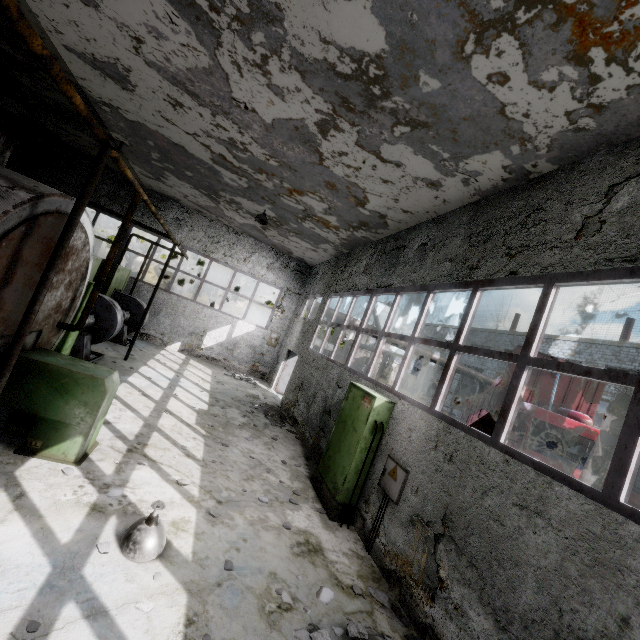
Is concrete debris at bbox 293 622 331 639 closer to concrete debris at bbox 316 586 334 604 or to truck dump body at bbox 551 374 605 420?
concrete debris at bbox 316 586 334 604

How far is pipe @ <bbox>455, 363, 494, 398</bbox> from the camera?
22.7 meters

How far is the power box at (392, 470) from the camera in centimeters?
534cm

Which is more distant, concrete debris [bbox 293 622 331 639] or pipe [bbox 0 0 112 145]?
concrete debris [bbox 293 622 331 639]

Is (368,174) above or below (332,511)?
Answer: above

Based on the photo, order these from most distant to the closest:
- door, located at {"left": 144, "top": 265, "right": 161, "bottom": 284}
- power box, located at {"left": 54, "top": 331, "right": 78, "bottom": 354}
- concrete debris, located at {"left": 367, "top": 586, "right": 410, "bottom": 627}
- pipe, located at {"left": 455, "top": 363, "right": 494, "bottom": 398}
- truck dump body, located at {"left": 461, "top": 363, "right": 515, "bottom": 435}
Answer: door, located at {"left": 144, "top": 265, "right": 161, "bottom": 284}, pipe, located at {"left": 455, "top": 363, "right": 494, "bottom": 398}, truck dump body, located at {"left": 461, "top": 363, "right": 515, "bottom": 435}, power box, located at {"left": 54, "top": 331, "right": 78, "bottom": 354}, concrete debris, located at {"left": 367, "top": 586, "right": 410, "bottom": 627}

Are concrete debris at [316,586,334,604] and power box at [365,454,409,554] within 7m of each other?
yes

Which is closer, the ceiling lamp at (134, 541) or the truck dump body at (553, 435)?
the ceiling lamp at (134, 541)
